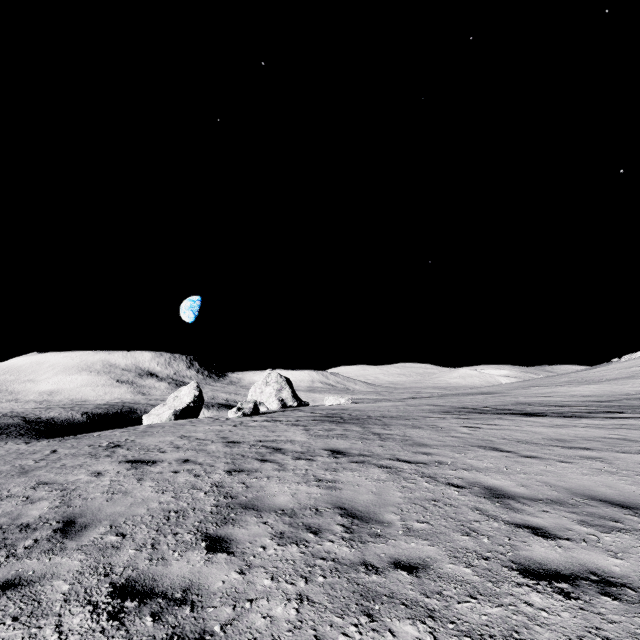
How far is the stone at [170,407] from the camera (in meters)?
37.97

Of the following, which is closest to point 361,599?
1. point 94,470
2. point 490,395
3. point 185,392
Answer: point 94,470

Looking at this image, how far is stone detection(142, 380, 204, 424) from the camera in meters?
38.0 m
